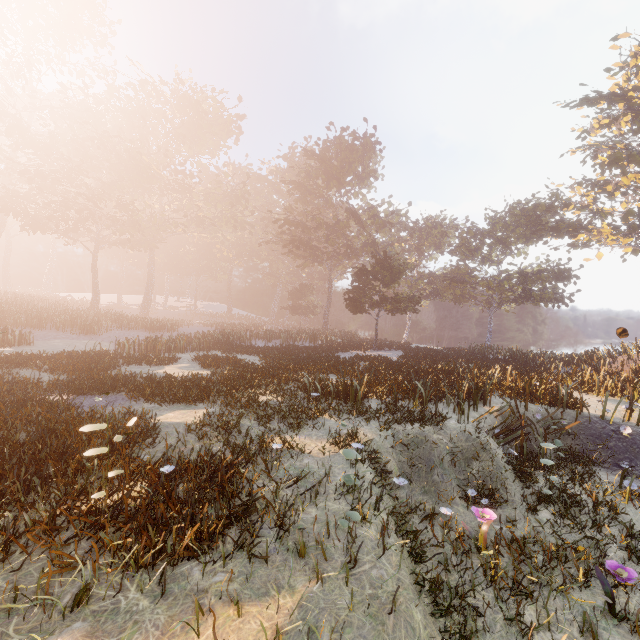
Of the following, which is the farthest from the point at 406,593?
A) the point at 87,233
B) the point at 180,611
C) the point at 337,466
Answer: the point at 87,233
